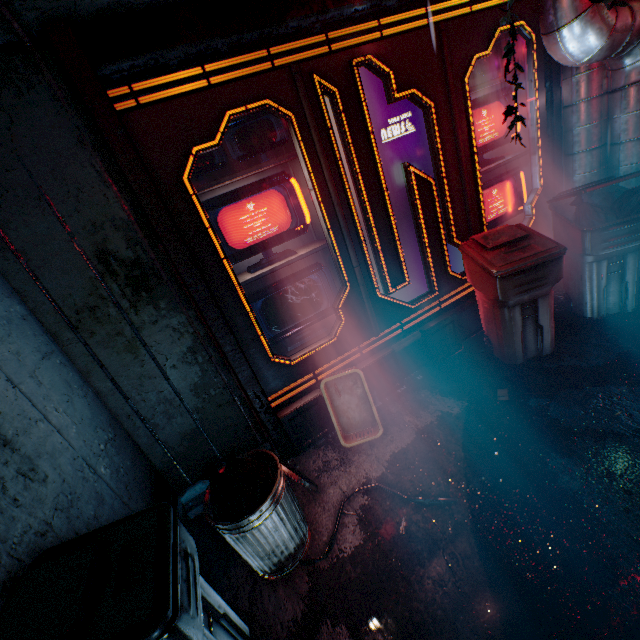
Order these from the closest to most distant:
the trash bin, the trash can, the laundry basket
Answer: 1. the trash bin
2. the trash can
3. the laundry basket

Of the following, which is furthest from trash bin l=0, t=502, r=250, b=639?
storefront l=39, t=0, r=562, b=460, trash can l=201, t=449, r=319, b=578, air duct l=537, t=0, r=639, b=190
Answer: air duct l=537, t=0, r=639, b=190

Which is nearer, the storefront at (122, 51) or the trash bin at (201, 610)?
the trash bin at (201, 610)

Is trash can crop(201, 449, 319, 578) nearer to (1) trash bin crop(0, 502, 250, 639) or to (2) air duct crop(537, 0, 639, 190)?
(1) trash bin crop(0, 502, 250, 639)

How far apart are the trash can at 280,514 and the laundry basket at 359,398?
0.4m

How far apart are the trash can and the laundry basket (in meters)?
0.36

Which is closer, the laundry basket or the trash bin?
the trash bin

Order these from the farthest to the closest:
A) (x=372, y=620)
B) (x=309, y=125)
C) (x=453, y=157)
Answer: (x=453, y=157) → (x=309, y=125) → (x=372, y=620)
